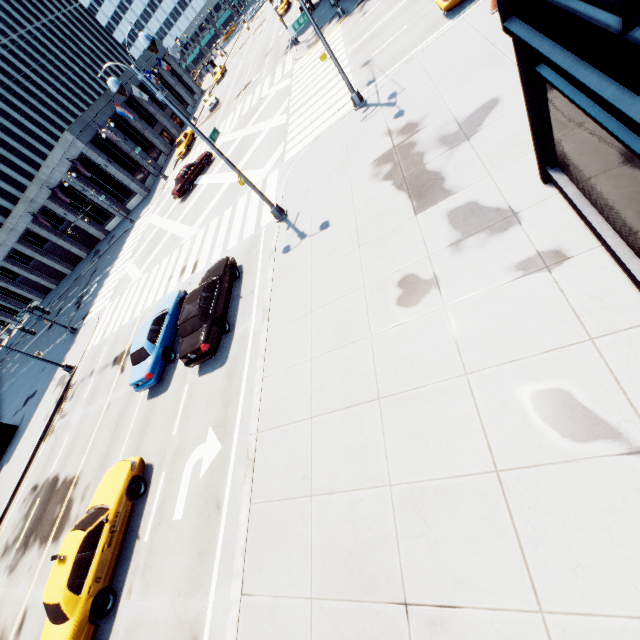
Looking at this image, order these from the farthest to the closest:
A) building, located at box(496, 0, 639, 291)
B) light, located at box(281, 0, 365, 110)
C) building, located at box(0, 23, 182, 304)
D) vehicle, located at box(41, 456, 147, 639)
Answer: → building, located at box(0, 23, 182, 304) < light, located at box(281, 0, 365, 110) < vehicle, located at box(41, 456, 147, 639) < building, located at box(496, 0, 639, 291)

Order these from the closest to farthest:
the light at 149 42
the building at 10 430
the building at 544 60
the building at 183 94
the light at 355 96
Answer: the building at 544 60 < the light at 149 42 < the light at 355 96 < the building at 10 430 < the building at 183 94

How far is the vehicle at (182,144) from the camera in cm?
3891

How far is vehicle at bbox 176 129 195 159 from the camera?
38.91m

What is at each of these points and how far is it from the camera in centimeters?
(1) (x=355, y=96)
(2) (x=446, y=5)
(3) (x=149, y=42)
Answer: (1) light, 1483cm
(2) vehicle, 1348cm
(3) light, 950cm

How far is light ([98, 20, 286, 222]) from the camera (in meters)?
9.52

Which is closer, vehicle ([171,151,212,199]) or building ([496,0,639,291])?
building ([496,0,639,291])

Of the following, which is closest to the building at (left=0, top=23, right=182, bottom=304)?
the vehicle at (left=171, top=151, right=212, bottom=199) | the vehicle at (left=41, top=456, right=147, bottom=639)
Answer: the vehicle at (left=171, top=151, right=212, bottom=199)
